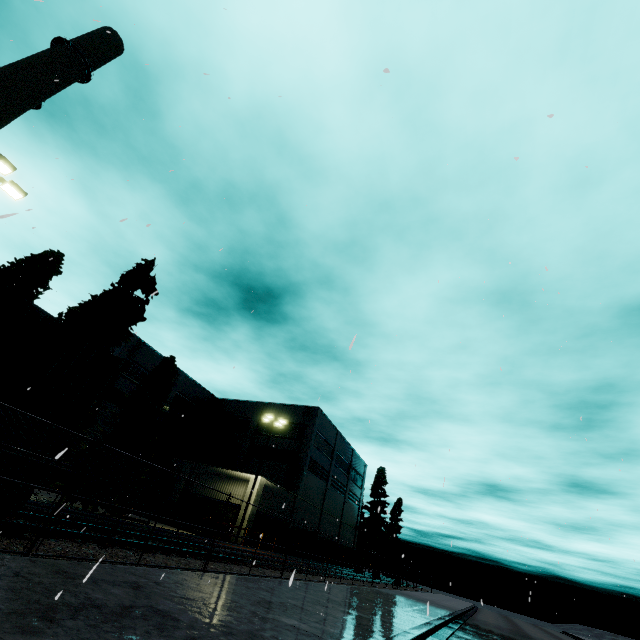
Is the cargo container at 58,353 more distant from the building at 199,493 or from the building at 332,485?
the building at 332,485

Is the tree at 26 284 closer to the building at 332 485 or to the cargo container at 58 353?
the cargo container at 58 353

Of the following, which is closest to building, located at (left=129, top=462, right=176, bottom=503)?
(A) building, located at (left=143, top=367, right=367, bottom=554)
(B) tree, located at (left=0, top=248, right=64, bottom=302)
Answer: (B) tree, located at (left=0, top=248, right=64, bottom=302)

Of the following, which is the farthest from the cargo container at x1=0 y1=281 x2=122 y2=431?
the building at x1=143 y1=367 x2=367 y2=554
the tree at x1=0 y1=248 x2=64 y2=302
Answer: the building at x1=143 y1=367 x2=367 y2=554

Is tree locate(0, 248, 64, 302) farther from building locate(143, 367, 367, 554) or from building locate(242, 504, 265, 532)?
building locate(143, 367, 367, 554)

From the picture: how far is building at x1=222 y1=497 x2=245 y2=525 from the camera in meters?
26.6

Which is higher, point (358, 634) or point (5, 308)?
point (5, 308)
